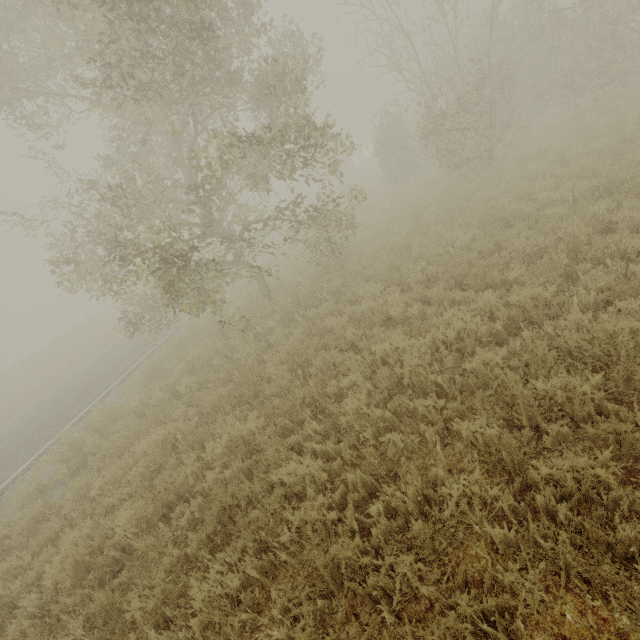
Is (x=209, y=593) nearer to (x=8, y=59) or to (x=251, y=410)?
(x=251, y=410)
